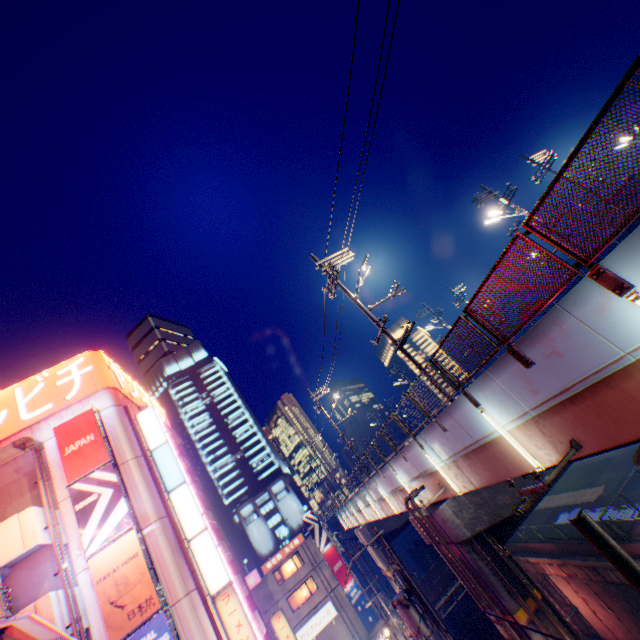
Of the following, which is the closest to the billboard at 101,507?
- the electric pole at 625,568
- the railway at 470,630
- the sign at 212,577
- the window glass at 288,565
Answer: the sign at 212,577

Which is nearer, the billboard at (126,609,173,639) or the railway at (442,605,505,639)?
the billboard at (126,609,173,639)

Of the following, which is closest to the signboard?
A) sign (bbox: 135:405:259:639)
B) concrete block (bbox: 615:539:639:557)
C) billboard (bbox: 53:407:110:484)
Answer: billboard (bbox: 53:407:110:484)

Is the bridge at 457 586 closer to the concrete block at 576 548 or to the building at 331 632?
the concrete block at 576 548

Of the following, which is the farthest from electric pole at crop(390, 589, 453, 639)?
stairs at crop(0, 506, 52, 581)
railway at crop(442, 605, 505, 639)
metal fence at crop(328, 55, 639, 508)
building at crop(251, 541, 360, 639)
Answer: building at crop(251, 541, 360, 639)

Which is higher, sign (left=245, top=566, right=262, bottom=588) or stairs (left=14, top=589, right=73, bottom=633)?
stairs (left=14, top=589, right=73, bottom=633)

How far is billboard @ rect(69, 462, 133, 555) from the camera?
18.83m

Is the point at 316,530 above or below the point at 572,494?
above
